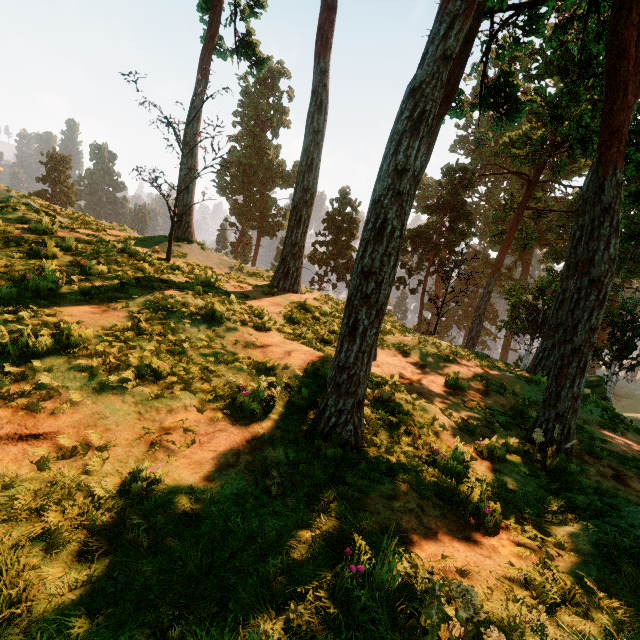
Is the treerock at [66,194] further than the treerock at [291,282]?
Yes

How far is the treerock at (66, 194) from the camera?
55.81m

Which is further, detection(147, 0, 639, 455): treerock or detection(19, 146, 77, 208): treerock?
detection(19, 146, 77, 208): treerock

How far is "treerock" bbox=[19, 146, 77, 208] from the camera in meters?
55.8

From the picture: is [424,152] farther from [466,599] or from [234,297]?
[234,297]
